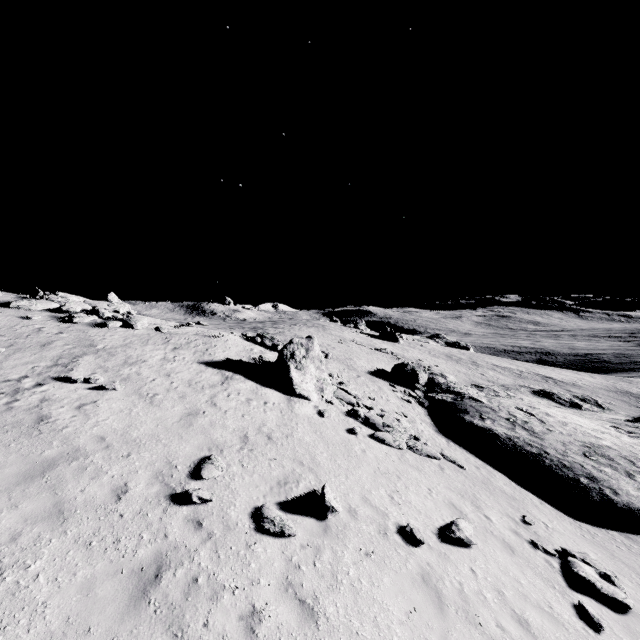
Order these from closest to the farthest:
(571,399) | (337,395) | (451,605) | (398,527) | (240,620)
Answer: (240,620) → (451,605) → (398,527) → (337,395) → (571,399)

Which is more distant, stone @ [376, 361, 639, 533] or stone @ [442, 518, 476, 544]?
stone @ [376, 361, 639, 533]

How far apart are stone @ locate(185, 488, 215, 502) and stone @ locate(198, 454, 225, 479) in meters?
0.5 m

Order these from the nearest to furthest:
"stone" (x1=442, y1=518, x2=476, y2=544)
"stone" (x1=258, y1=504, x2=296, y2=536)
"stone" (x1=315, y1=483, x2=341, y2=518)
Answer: "stone" (x1=258, y1=504, x2=296, y2=536) < "stone" (x1=315, y1=483, x2=341, y2=518) < "stone" (x1=442, y1=518, x2=476, y2=544)

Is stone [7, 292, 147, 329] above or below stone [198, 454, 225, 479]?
above

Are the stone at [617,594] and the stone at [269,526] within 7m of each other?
no

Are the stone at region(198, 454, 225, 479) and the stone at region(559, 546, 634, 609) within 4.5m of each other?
no

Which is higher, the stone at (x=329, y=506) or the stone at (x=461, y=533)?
the stone at (x=329, y=506)
